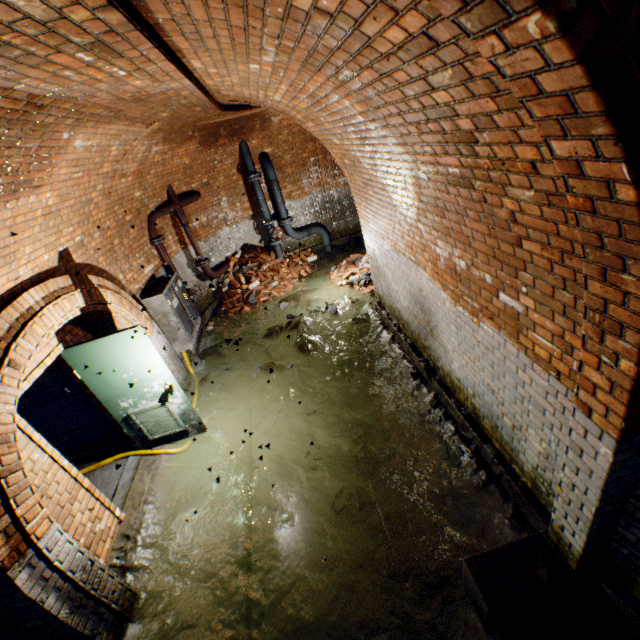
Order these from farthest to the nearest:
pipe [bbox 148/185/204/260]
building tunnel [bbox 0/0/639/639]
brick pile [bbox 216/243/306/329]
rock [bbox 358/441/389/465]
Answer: brick pile [bbox 216/243/306/329] → pipe [bbox 148/185/204/260] → rock [bbox 358/441/389/465] → building tunnel [bbox 0/0/639/639]

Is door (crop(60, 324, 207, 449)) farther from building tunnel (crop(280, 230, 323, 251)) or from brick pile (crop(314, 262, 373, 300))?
brick pile (crop(314, 262, 373, 300))

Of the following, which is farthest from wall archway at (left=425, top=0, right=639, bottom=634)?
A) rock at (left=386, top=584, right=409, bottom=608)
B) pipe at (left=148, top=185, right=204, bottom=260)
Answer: pipe at (left=148, top=185, right=204, bottom=260)

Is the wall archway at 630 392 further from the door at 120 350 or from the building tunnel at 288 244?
the door at 120 350

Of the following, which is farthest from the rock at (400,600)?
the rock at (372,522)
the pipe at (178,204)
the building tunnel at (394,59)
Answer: the pipe at (178,204)

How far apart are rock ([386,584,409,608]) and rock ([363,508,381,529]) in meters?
0.5 m

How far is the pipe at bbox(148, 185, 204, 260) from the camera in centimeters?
702cm

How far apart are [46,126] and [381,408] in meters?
5.1
